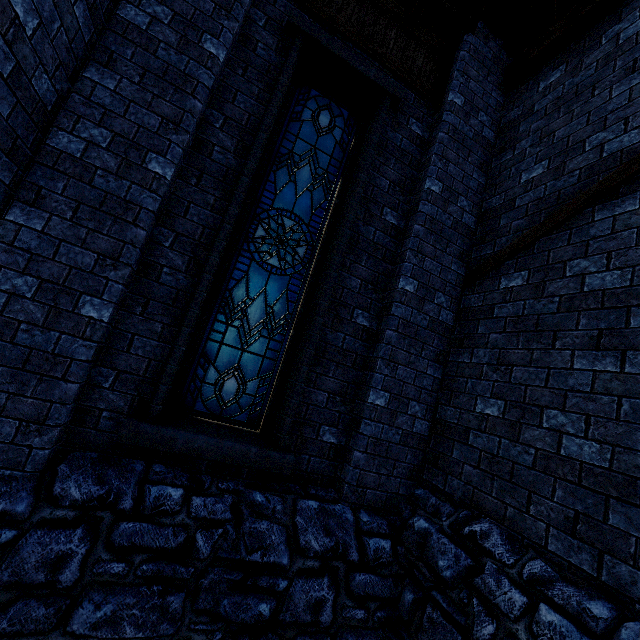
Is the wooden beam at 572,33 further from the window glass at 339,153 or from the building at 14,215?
the window glass at 339,153

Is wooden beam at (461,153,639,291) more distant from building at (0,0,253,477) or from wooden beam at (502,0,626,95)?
wooden beam at (502,0,626,95)

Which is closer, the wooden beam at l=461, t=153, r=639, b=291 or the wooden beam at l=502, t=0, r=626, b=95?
the wooden beam at l=461, t=153, r=639, b=291

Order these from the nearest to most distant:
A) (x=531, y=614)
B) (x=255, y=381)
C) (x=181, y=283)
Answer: (x=531, y=614), (x=181, y=283), (x=255, y=381)

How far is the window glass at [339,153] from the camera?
3.7 meters

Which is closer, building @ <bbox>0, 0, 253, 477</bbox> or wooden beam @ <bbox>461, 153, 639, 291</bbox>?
building @ <bbox>0, 0, 253, 477</bbox>

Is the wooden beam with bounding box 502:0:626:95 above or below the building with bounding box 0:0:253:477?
above

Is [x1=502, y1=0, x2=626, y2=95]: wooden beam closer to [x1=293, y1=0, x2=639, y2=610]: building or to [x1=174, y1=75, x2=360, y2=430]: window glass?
[x1=293, y1=0, x2=639, y2=610]: building
